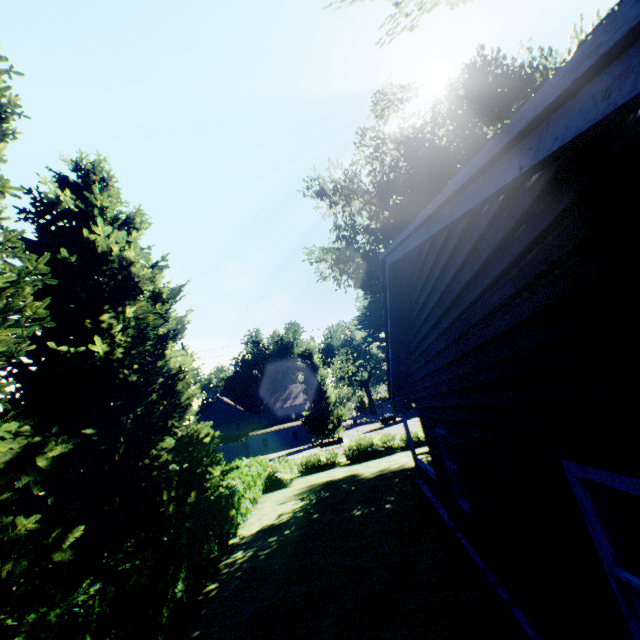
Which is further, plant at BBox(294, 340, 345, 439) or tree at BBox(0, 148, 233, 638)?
plant at BBox(294, 340, 345, 439)

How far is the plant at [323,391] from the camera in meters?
48.3

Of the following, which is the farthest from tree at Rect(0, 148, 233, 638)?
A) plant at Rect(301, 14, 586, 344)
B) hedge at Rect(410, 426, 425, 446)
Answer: plant at Rect(301, 14, 586, 344)

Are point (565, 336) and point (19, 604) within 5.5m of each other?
no

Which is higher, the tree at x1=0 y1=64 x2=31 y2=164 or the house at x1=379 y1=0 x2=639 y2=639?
the tree at x1=0 y1=64 x2=31 y2=164

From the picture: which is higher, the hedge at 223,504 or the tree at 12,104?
the tree at 12,104

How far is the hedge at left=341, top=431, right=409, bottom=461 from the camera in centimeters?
2300cm
